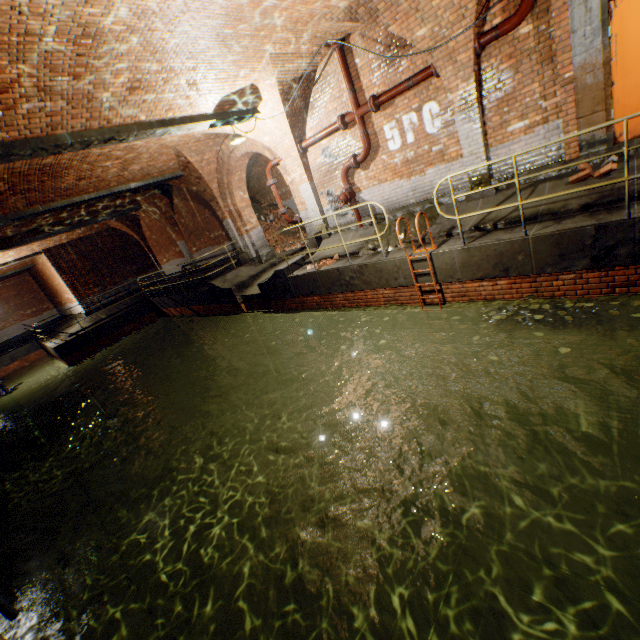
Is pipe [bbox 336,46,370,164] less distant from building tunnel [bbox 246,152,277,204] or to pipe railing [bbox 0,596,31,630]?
building tunnel [bbox 246,152,277,204]

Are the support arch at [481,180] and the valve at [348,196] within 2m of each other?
no

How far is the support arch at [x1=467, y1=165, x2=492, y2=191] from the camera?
7.1m

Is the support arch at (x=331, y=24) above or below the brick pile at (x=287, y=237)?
above

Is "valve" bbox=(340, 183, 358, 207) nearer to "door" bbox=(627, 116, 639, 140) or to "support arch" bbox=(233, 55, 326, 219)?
"support arch" bbox=(233, 55, 326, 219)

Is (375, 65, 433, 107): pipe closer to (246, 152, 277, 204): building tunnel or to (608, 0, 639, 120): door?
(608, 0, 639, 120): door

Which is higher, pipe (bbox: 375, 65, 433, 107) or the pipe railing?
pipe (bbox: 375, 65, 433, 107)

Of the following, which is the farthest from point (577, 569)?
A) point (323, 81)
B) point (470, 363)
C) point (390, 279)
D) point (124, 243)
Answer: point (124, 243)
